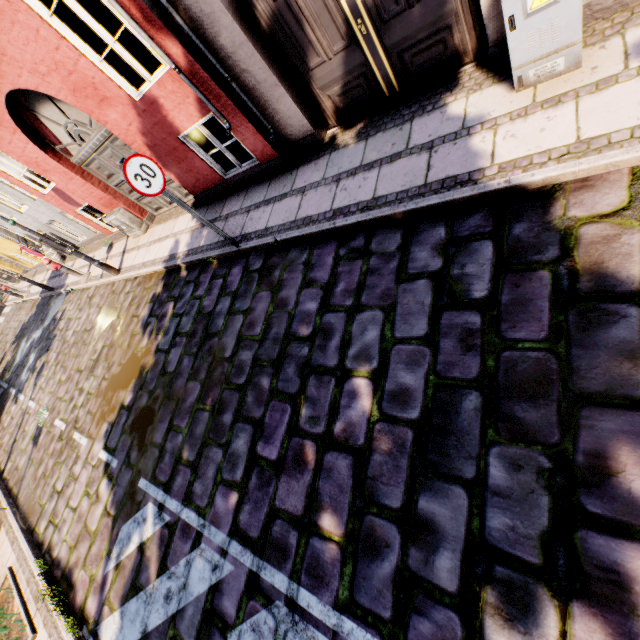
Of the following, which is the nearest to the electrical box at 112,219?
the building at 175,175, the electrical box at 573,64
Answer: the building at 175,175

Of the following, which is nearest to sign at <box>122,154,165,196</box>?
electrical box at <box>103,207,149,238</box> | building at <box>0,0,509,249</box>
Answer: building at <box>0,0,509,249</box>

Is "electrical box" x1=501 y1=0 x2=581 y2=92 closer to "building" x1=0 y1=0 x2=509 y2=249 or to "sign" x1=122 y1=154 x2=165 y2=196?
"building" x1=0 y1=0 x2=509 y2=249

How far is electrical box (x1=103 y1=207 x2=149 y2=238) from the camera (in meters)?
8.45

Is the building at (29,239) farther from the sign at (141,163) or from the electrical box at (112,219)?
the sign at (141,163)

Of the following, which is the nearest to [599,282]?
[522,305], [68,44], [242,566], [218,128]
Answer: [522,305]

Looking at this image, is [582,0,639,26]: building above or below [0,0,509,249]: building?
below

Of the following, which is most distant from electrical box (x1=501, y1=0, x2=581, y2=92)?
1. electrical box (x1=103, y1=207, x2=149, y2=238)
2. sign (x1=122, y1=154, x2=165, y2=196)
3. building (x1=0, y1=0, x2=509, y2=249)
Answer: electrical box (x1=103, y1=207, x2=149, y2=238)
